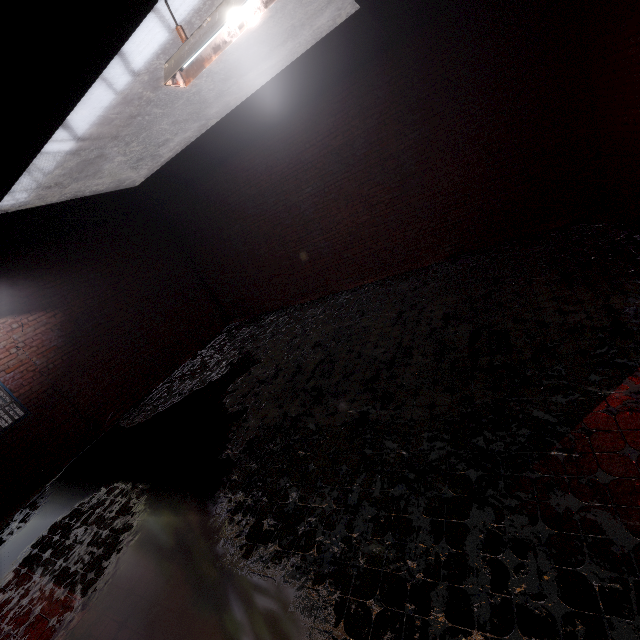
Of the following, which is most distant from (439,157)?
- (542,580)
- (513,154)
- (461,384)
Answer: (542,580)
